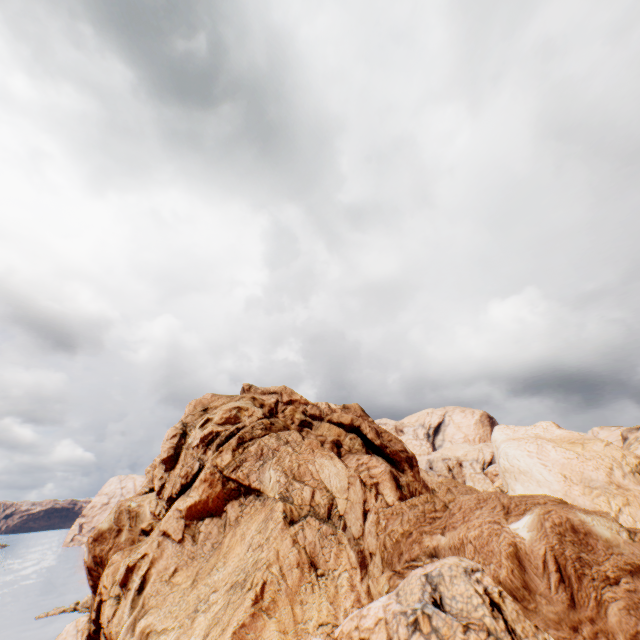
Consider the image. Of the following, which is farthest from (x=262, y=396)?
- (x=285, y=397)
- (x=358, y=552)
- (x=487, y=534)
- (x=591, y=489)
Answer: (x=591, y=489)
